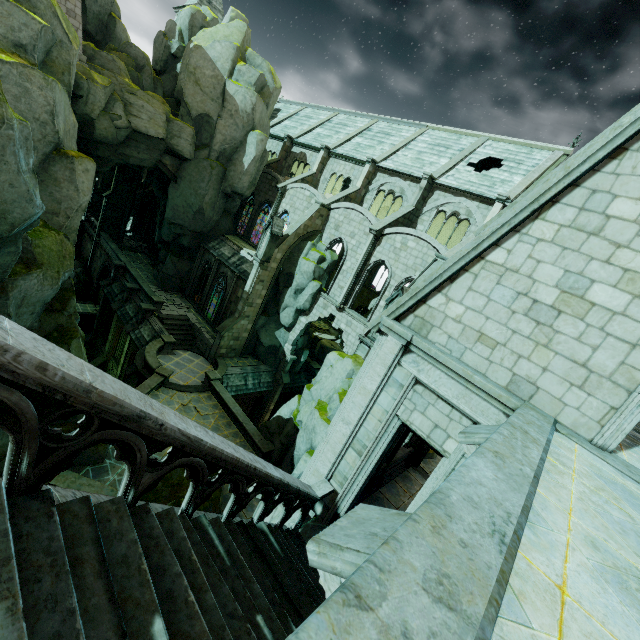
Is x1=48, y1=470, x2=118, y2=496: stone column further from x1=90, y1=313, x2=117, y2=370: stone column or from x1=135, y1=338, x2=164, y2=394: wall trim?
x1=90, y1=313, x2=117, y2=370: stone column

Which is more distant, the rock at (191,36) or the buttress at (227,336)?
the buttress at (227,336)

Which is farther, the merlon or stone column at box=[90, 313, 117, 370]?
stone column at box=[90, 313, 117, 370]

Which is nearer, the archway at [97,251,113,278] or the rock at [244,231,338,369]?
the rock at [244,231,338,369]

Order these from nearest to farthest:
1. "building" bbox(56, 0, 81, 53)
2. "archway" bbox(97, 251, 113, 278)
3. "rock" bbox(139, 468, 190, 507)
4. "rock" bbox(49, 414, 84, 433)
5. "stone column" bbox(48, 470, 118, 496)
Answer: "rock" bbox(139, 468, 190, 507) < "stone column" bbox(48, 470, 118, 496) < "rock" bbox(49, 414, 84, 433) < "building" bbox(56, 0, 81, 53) < "archway" bbox(97, 251, 113, 278)

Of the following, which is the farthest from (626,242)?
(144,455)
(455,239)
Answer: (455,239)

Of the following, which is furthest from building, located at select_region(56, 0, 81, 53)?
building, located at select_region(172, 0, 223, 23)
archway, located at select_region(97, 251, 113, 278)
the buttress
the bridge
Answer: archway, located at select_region(97, 251, 113, 278)

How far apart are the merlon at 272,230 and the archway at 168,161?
10.12m
